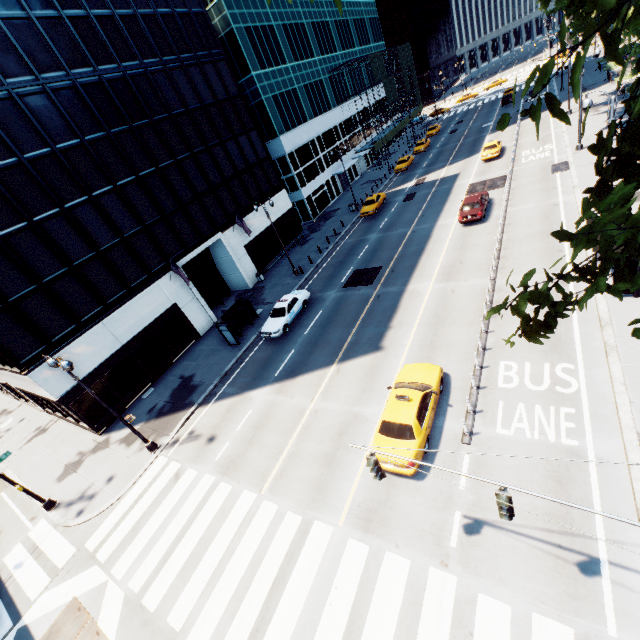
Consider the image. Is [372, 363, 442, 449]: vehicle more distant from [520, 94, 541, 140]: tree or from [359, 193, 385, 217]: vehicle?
[359, 193, 385, 217]: vehicle

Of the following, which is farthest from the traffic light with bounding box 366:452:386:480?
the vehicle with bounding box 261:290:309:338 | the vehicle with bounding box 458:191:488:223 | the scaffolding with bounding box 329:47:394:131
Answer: the scaffolding with bounding box 329:47:394:131

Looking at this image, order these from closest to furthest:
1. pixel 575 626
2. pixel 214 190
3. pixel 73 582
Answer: pixel 575 626 → pixel 73 582 → pixel 214 190

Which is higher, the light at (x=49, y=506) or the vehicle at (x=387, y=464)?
the vehicle at (x=387, y=464)

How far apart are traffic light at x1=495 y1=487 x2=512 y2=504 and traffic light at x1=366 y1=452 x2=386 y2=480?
2.52m

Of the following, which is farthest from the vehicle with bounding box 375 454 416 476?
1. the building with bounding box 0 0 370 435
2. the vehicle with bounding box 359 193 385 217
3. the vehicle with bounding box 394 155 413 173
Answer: the vehicle with bounding box 394 155 413 173

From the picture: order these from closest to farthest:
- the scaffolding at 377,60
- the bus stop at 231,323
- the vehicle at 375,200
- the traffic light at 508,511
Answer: the traffic light at 508,511, the bus stop at 231,323, the vehicle at 375,200, the scaffolding at 377,60

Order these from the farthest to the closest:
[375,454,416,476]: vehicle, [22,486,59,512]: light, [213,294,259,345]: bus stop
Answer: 1. [213,294,259,345]: bus stop
2. [22,486,59,512]: light
3. [375,454,416,476]: vehicle
